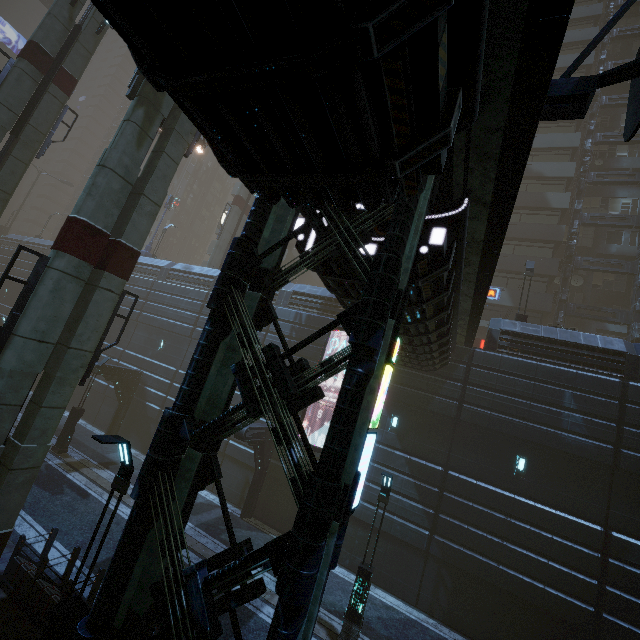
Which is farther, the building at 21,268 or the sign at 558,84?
the building at 21,268

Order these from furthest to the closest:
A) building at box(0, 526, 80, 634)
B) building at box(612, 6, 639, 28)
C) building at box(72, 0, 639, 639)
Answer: building at box(612, 6, 639, 28), building at box(0, 526, 80, 634), building at box(72, 0, 639, 639)

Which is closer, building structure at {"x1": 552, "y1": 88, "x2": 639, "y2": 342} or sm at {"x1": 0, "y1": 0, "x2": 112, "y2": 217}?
sm at {"x1": 0, "y1": 0, "x2": 112, "y2": 217}

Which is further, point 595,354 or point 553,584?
point 595,354

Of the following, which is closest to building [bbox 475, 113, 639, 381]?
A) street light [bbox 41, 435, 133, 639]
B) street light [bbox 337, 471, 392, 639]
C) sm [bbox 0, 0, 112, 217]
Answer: sm [bbox 0, 0, 112, 217]

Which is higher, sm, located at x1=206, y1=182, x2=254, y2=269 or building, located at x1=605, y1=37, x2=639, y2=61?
building, located at x1=605, y1=37, x2=639, y2=61

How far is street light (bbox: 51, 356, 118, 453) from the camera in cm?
1772
